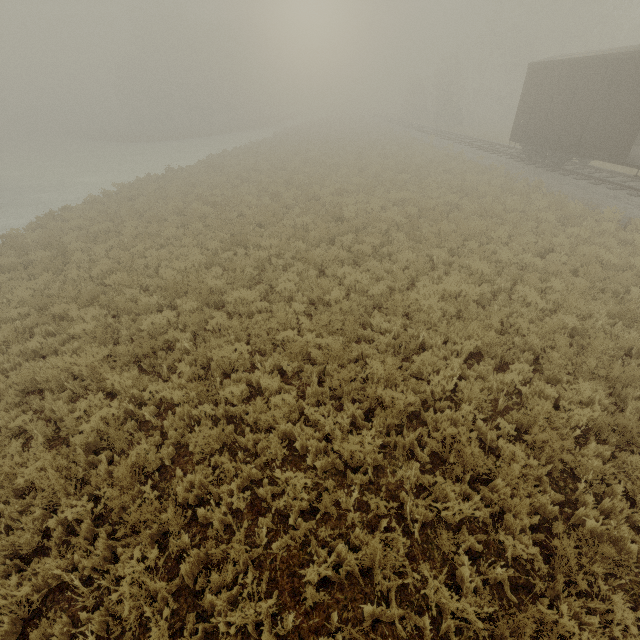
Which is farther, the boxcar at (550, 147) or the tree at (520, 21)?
the tree at (520, 21)

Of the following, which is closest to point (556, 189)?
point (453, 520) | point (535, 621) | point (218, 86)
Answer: point (453, 520)

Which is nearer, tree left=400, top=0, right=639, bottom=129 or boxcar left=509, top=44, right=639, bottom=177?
boxcar left=509, top=44, right=639, bottom=177
